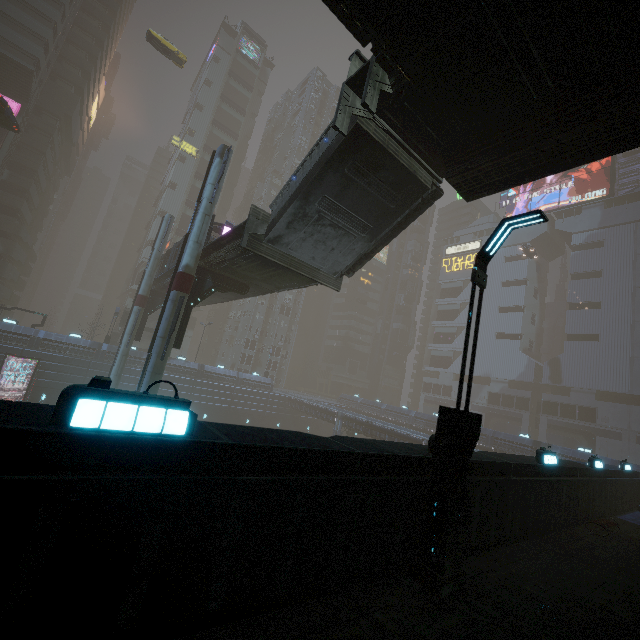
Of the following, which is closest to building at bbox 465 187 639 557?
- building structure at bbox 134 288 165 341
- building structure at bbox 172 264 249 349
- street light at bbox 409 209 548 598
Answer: street light at bbox 409 209 548 598

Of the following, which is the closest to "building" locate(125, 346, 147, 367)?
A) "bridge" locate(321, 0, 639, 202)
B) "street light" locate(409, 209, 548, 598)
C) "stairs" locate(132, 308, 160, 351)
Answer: "street light" locate(409, 209, 548, 598)

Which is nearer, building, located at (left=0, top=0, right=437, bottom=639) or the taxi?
building, located at (left=0, top=0, right=437, bottom=639)

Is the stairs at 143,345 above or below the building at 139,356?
above

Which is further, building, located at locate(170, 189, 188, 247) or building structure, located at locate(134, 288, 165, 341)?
building, located at locate(170, 189, 188, 247)

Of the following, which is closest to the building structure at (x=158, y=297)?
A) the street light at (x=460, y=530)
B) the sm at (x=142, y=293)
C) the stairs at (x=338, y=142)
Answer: the sm at (x=142, y=293)

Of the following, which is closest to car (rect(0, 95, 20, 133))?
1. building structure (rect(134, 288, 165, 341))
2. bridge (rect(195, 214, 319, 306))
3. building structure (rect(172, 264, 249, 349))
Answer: bridge (rect(195, 214, 319, 306))

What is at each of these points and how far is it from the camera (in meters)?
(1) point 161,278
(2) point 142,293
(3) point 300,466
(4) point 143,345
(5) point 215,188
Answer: (1) bridge, 28.41
(2) sm, 28.38
(3) building, 4.59
(4) stairs, 48.25
(5) sm, 17.95
